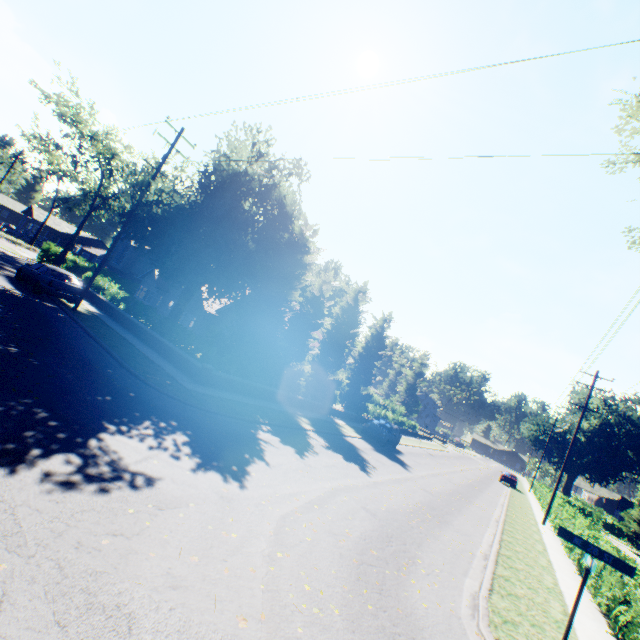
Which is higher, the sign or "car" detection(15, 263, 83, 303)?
the sign

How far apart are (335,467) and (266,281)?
10.5 meters

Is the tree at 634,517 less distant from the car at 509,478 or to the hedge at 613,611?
the hedge at 613,611

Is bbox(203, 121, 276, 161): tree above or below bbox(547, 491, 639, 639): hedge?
above

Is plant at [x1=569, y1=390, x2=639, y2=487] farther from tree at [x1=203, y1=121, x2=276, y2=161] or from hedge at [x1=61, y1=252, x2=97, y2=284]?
hedge at [x1=61, y1=252, x2=97, y2=284]

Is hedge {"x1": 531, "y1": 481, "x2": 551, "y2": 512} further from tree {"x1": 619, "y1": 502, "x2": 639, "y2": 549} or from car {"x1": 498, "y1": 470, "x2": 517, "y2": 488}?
car {"x1": 498, "y1": 470, "x2": 517, "y2": 488}

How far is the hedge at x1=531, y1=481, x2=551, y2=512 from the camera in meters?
31.0

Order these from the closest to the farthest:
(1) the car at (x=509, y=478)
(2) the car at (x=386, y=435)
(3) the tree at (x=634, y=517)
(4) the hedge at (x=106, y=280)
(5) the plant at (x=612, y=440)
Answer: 1. (4) the hedge at (x=106, y=280)
2. (2) the car at (x=386, y=435)
3. (1) the car at (x=509, y=478)
4. (3) the tree at (x=634, y=517)
5. (5) the plant at (x=612, y=440)
